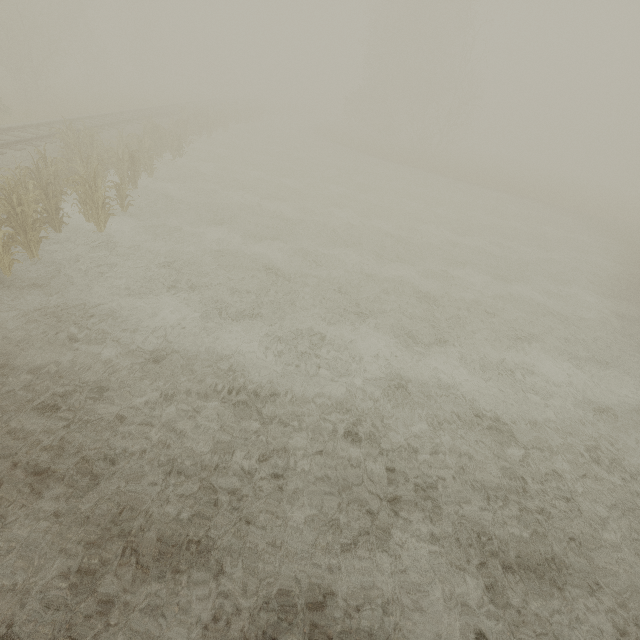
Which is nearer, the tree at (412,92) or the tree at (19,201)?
the tree at (19,201)

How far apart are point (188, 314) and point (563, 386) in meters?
9.6

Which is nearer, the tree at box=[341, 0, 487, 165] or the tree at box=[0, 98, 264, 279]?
the tree at box=[0, 98, 264, 279]

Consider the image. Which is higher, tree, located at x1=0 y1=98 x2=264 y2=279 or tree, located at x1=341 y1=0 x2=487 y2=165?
tree, located at x1=341 y1=0 x2=487 y2=165

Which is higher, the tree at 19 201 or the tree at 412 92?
the tree at 412 92
